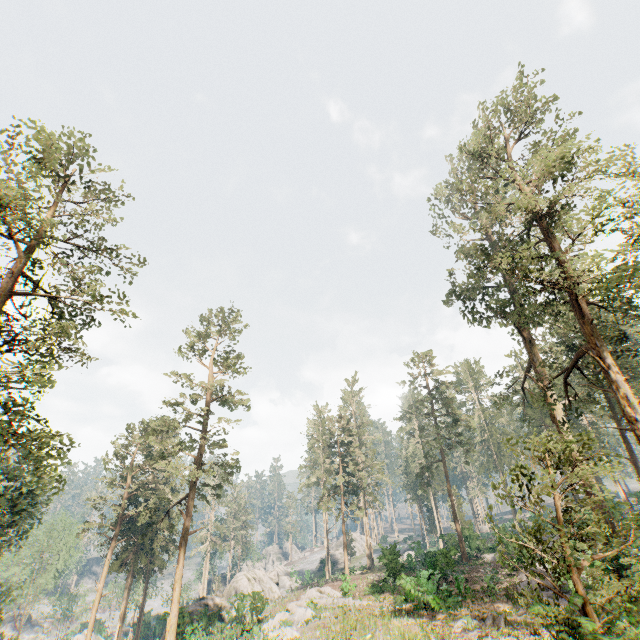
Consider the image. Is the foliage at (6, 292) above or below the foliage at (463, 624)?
above

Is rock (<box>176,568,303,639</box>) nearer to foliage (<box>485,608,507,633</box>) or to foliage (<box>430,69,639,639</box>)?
foliage (<box>430,69,639,639</box>)

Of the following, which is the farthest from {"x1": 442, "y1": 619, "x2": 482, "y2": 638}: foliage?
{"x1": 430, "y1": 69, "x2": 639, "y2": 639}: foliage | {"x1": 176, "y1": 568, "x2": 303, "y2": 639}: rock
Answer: {"x1": 176, "y1": 568, "x2": 303, "y2": 639}: rock

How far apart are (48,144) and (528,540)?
26.4 meters

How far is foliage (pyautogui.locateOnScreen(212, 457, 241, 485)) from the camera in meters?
32.5 m

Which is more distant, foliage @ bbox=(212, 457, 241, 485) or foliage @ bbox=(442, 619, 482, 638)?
foliage @ bbox=(212, 457, 241, 485)

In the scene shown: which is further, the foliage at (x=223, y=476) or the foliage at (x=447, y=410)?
the foliage at (x=447, y=410)
